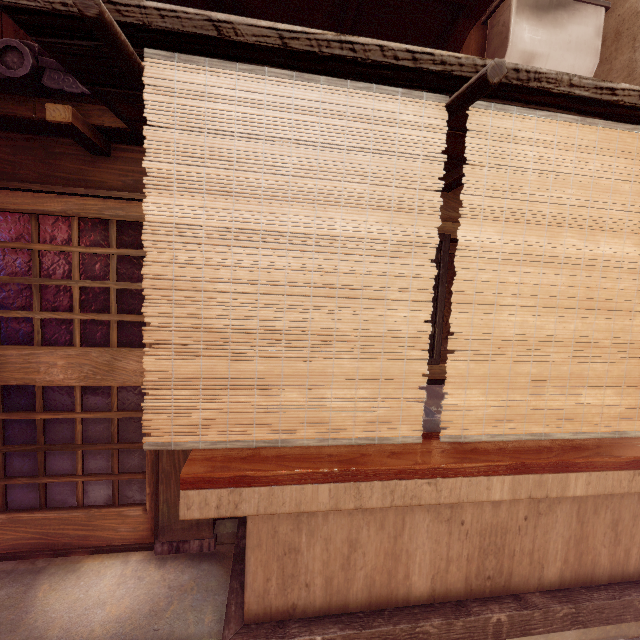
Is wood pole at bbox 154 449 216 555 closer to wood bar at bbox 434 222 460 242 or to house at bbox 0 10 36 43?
wood bar at bbox 434 222 460 242

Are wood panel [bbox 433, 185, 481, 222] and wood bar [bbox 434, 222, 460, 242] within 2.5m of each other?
yes

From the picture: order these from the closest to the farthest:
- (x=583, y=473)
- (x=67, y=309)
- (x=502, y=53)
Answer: (x=583, y=473), (x=67, y=309), (x=502, y=53)

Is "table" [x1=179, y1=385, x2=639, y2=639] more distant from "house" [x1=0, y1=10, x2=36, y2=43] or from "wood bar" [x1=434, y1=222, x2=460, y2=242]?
"house" [x1=0, y1=10, x2=36, y2=43]

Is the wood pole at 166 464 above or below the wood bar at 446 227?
below

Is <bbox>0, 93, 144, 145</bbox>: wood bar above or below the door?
above

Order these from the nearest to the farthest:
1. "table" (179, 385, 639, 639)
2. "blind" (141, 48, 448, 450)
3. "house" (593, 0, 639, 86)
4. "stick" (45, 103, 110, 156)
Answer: "blind" (141, 48, 448, 450) → "table" (179, 385, 639, 639) → "stick" (45, 103, 110, 156) → "house" (593, 0, 639, 86)

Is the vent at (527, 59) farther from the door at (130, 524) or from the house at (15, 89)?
the house at (15, 89)
